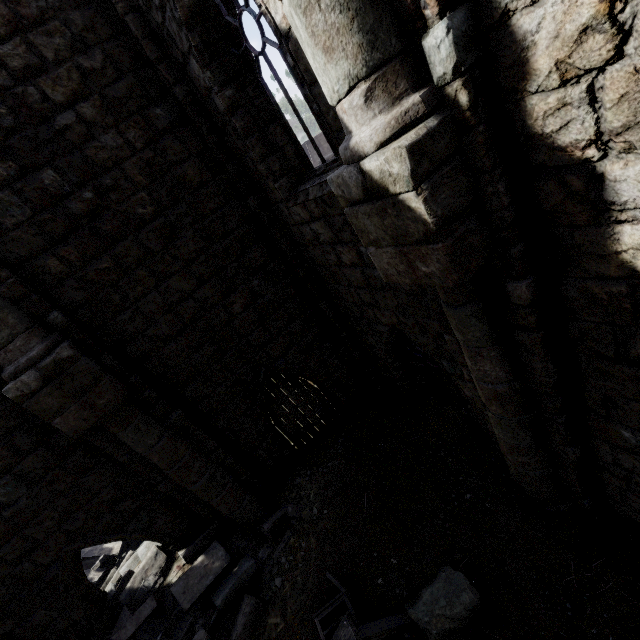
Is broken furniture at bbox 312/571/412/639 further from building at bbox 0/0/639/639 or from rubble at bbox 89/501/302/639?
building at bbox 0/0/639/639

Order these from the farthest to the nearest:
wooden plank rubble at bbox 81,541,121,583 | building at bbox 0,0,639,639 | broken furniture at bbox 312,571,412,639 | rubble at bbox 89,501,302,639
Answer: wooden plank rubble at bbox 81,541,121,583 → rubble at bbox 89,501,302,639 → broken furniture at bbox 312,571,412,639 → building at bbox 0,0,639,639

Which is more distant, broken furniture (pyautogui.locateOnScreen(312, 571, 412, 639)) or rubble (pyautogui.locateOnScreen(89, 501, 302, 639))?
rubble (pyautogui.locateOnScreen(89, 501, 302, 639))

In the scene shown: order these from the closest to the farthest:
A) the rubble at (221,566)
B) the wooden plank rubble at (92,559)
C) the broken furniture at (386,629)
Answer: the broken furniture at (386,629) < the rubble at (221,566) < the wooden plank rubble at (92,559)

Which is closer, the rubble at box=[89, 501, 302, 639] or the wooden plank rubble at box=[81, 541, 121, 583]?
the rubble at box=[89, 501, 302, 639]

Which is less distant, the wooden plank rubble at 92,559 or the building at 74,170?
the building at 74,170

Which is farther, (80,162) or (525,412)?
(80,162)

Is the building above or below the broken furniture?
above
